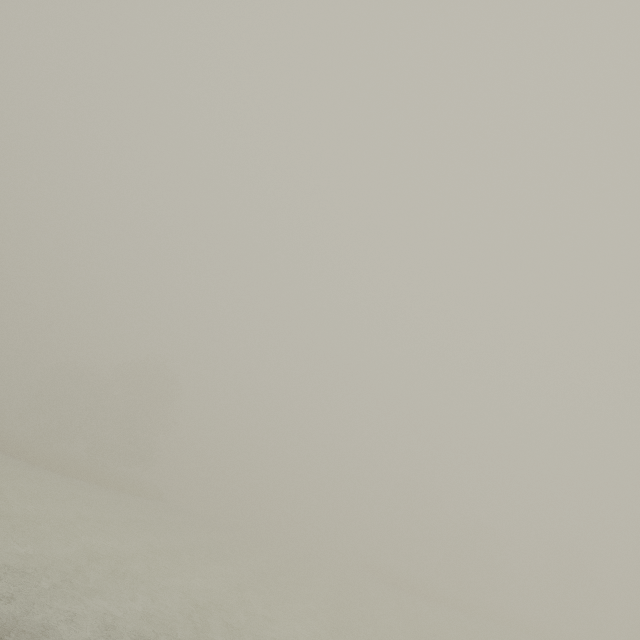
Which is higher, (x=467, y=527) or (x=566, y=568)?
(x=467, y=527)
